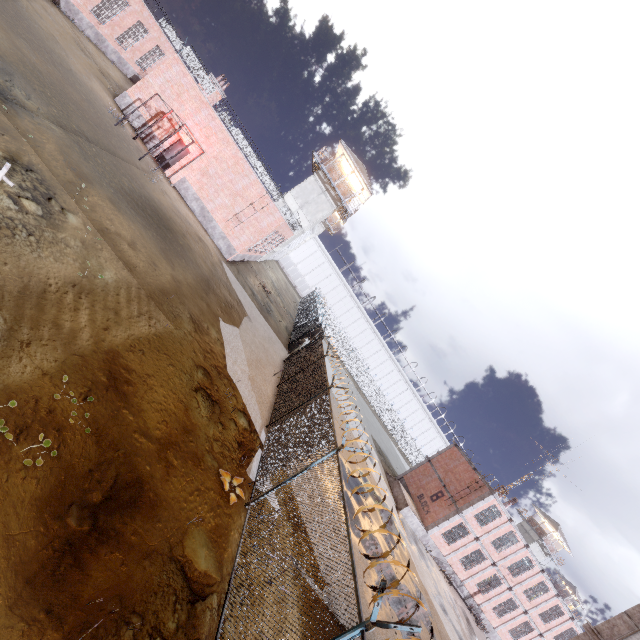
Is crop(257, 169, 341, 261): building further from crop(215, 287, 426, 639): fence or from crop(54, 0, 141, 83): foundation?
crop(54, 0, 141, 83): foundation

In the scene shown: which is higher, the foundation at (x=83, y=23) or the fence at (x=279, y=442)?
the fence at (x=279, y=442)

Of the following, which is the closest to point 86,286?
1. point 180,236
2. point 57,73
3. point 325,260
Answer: point 180,236

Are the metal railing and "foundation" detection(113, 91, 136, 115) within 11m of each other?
yes

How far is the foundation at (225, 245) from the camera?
21.7m

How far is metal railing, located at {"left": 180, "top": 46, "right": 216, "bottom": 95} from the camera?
20.22m

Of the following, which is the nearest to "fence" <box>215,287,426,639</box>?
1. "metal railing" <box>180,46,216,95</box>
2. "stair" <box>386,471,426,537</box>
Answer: "stair" <box>386,471,426,537</box>

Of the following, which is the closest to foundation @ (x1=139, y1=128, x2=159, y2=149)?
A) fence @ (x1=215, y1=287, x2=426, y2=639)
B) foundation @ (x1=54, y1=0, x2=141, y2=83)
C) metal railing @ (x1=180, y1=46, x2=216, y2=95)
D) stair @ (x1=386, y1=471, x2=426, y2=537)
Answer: metal railing @ (x1=180, y1=46, x2=216, y2=95)
